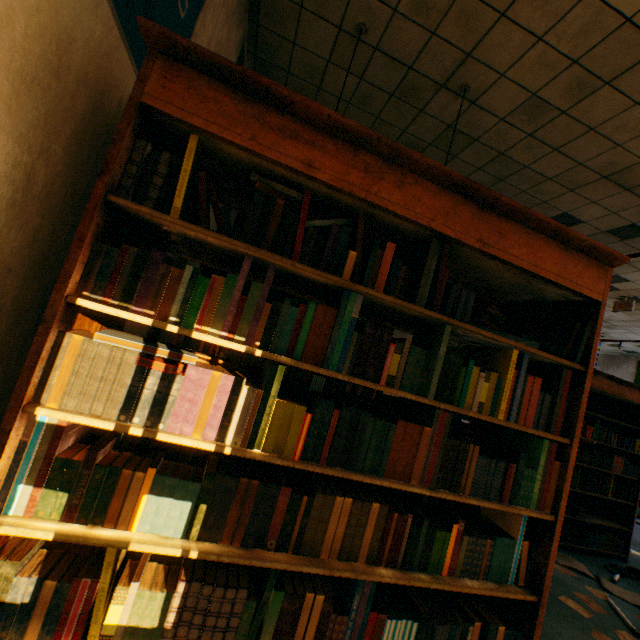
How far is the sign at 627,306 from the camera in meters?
5.6

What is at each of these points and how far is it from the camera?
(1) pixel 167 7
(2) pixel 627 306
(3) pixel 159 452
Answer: (1) banner, 1.4 meters
(2) sign, 5.7 meters
(3) book, 1.1 meters

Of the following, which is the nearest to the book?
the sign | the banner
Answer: the banner

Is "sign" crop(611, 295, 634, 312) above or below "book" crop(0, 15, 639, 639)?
above

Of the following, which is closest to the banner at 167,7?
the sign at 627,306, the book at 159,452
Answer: the book at 159,452

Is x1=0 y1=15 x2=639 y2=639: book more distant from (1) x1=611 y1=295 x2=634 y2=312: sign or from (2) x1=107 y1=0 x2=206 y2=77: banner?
(1) x1=611 y1=295 x2=634 y2=312: sign
